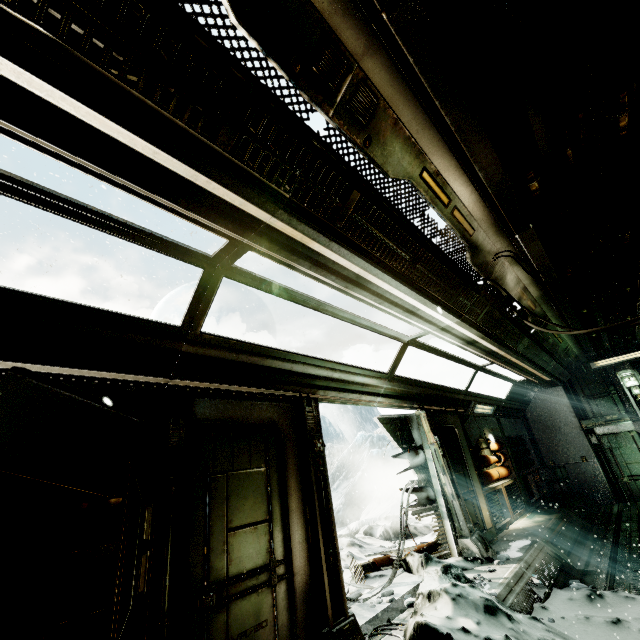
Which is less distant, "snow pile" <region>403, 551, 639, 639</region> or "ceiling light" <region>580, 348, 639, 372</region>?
"snow pile" <region>403, 551, 639, 639</region>

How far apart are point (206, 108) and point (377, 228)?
1.7m

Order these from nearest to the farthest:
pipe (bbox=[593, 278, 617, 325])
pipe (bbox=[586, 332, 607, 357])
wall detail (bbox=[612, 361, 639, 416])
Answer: pipe (bbox=[593, 278, 617, 325]), pipe (bbox=[586, 332, 607, 357]), wall detail (bbox=[612, 361, 639, 416])

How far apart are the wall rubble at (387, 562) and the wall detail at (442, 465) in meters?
0.6

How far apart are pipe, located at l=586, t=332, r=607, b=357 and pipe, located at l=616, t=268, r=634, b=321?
0.1 meters

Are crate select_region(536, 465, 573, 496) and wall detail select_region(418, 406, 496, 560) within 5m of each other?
no

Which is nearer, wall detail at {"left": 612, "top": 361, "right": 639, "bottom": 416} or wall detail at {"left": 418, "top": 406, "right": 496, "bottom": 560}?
wall detail at {"left": 418, "top": 406, "right": 496, "bottom": 560}

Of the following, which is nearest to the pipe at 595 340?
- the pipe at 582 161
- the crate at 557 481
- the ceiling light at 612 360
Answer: the pipe at 582 161
